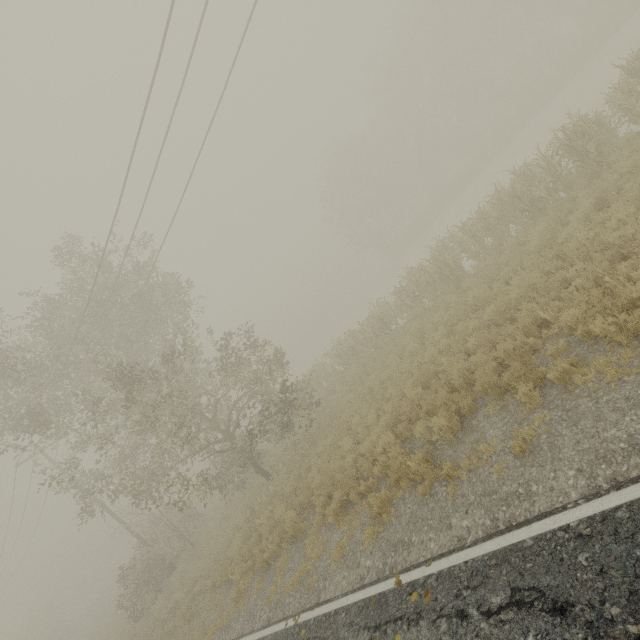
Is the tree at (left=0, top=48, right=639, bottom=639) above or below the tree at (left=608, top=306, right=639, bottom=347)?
above

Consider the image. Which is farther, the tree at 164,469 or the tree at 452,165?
the tree at 452,165

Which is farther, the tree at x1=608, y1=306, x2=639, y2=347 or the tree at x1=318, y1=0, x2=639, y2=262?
the tree at x1=318, y1=0, x2=639, y2=262

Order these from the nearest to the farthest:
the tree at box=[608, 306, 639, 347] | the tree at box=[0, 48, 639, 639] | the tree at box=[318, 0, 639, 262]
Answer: the tree at box=[608, 306, 639, 347] < the tree at box=[0, 48, 639, 639] < the tree at box=[318, 0, 639, 262]

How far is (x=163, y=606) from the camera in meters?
16.2 m
